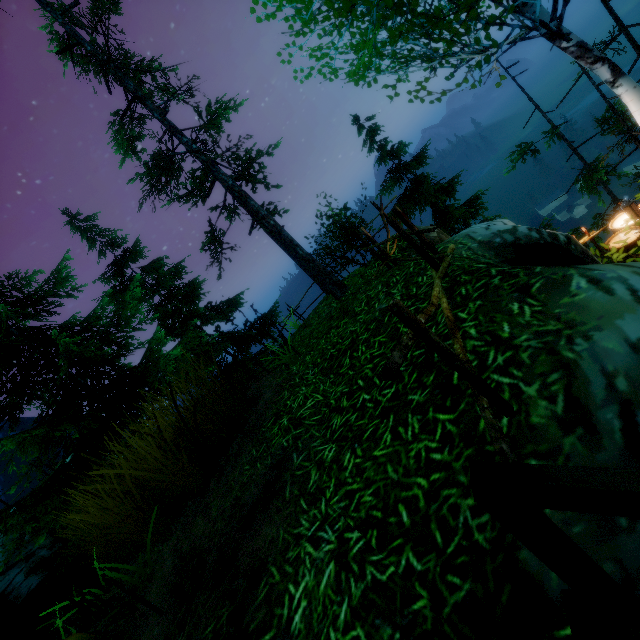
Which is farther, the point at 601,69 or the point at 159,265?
the point at 159,265

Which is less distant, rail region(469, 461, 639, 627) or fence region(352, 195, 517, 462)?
rail region(469, 461, 639, 627)

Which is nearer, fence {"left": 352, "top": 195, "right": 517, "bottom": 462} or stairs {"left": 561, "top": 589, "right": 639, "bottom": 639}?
stairs {"left": 561, "top": 589, "right": 639, "bottom": 639}

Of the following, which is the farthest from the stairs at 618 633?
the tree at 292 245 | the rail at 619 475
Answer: the tree at 292 245

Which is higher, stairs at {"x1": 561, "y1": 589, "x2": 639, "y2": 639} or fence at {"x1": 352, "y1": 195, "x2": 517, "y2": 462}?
fence at {"x1": 352, "y1": 195, "x2": 517, "y2": 462}

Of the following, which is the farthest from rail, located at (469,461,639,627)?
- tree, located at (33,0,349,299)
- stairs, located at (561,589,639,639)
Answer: tree, located at (33,0,349,299)

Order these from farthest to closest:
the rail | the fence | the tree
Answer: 1. the tree
2. the fence
3. the rail

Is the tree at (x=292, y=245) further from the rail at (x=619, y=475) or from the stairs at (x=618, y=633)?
the stairs at (x=618, y=633)
